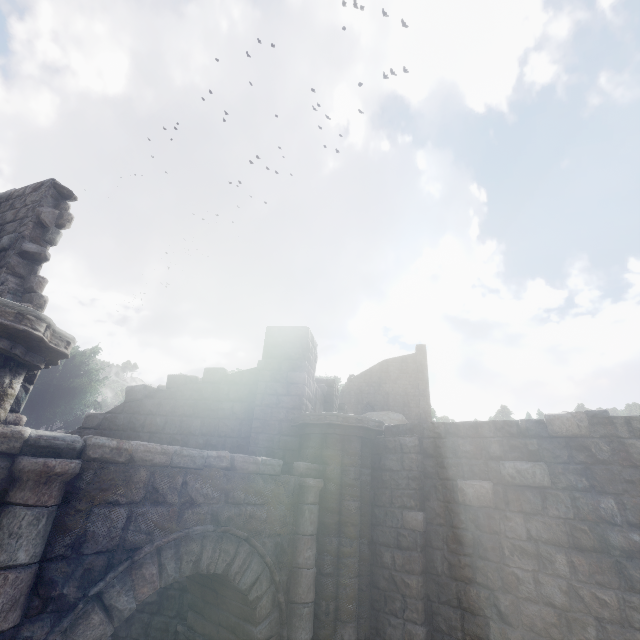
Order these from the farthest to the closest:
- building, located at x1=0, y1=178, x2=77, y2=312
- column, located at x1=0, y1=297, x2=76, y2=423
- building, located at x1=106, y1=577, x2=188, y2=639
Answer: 1. building, located at x1=106, y1=577, x2=188, y2=639
2. building, located at x1=0, y1=178, x2=77, y2=312
3. column, located at x1=0, y1=297, x2=76, y2=423

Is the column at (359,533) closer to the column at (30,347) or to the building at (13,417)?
the building at (13,417)

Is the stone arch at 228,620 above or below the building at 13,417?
below

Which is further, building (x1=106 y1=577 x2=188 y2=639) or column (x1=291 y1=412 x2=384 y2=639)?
building (x1=106 y1=577 x2=188 y2=639)

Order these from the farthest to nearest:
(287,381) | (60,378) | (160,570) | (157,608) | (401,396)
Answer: (401,396)
(60,378)
(287,381)
(157,608)
(160,570)

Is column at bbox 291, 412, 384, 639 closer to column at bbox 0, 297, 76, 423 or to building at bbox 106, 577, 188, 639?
building at bbox 106, 577, 188, 639

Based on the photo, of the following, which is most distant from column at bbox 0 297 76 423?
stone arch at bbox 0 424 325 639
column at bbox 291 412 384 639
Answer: column at bbox 291 412 384 639
